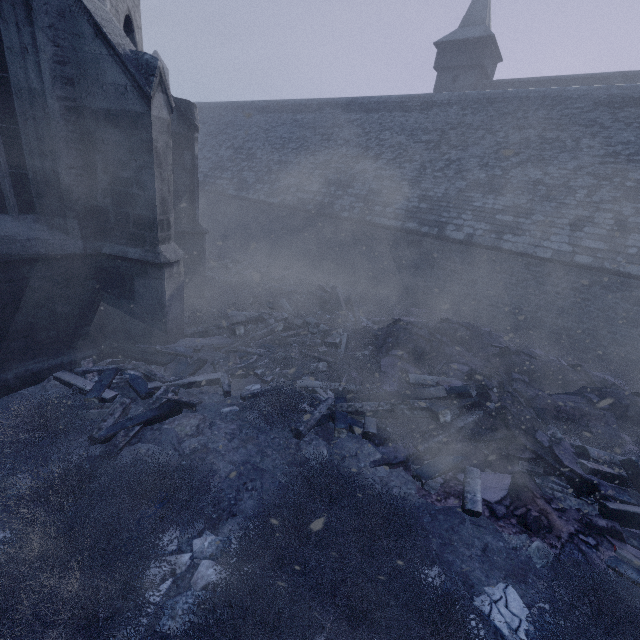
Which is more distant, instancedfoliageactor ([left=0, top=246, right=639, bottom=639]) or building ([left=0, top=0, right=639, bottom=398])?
building ([left=0, top=0, right=639, bottom=398])

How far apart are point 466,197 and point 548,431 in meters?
9.4

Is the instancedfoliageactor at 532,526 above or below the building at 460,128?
below

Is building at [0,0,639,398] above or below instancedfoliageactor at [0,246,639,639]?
above

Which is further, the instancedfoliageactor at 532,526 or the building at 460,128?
the building at 460,128
